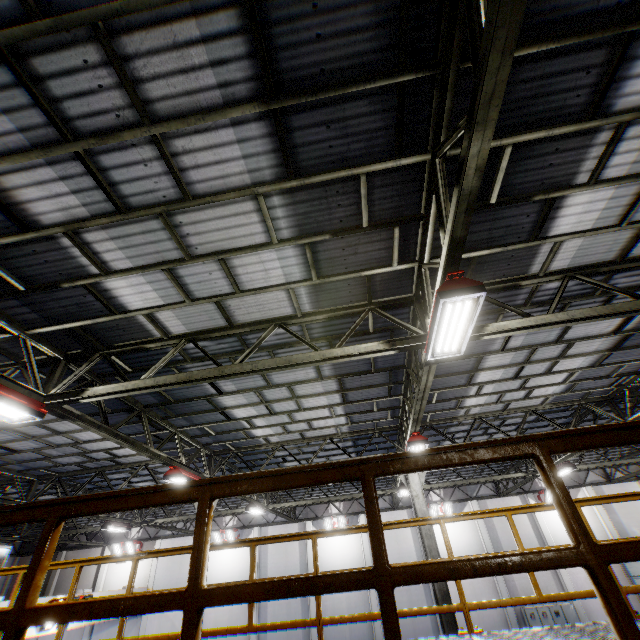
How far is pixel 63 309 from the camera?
5.9m

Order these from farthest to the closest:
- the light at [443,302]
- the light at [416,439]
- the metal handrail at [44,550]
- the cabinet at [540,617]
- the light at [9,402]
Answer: the cabinet at [540,617], the light at [416,439], the light at [9,402], the light at [443,302], the metal handrail at [44,550]

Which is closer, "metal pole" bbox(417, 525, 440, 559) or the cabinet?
"metal pole" bbox(417, 525, 440, 559)

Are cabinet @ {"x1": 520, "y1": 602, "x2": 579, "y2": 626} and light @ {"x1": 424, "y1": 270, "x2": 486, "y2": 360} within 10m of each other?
no

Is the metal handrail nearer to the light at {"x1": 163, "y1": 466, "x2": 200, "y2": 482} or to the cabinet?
the light at {"x1": 163, "y1": 466, "x2": 200, "y2": 482}

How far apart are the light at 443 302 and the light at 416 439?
4.9 meters

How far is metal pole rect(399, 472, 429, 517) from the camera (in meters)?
10.45

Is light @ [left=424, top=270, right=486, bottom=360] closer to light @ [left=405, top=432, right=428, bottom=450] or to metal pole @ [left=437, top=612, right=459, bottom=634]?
light @ [left=405, top=432, right=428, bottom=450]
